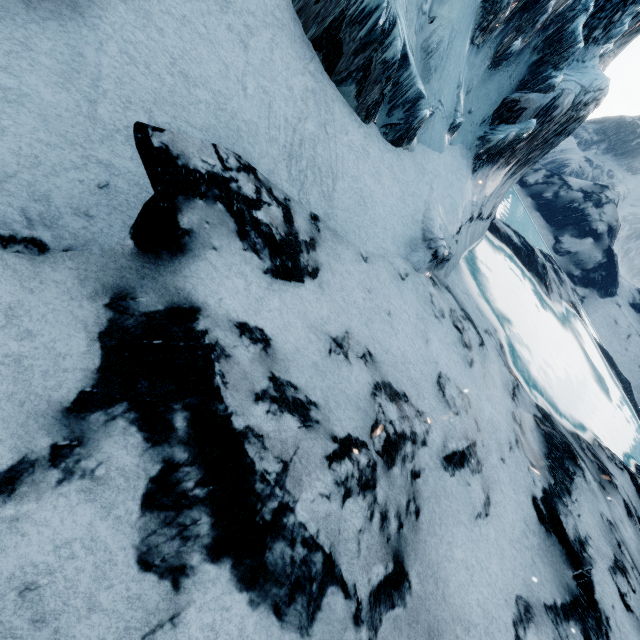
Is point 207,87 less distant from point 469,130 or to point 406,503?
point 406,503
